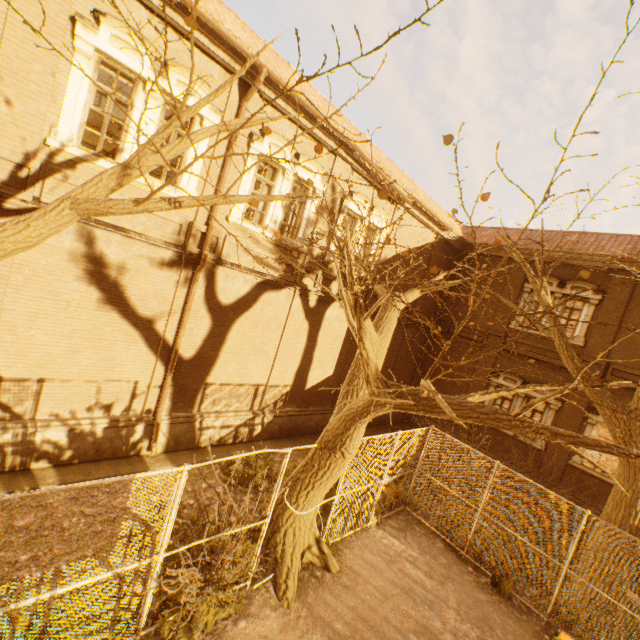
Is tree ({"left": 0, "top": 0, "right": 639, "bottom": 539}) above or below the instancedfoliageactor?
above

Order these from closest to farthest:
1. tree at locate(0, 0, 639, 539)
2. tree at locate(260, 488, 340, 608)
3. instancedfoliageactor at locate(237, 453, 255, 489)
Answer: tree at locate(0, 0, 639, 539)
tree at locate(260, 488, 340, 608)
instancedfoliageactor at locate(237, 453, 255, 489)

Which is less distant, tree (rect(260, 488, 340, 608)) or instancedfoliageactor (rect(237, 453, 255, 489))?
tree (rect(260, 488, 340, 608))

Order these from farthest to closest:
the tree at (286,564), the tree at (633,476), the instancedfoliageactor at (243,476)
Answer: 1. the instancedfoliageactor at (243,476)
2. the tree at (286,564)
3. the tree at (633,476)

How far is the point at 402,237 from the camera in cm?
1489

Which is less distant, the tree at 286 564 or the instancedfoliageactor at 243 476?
the tree at 286 564

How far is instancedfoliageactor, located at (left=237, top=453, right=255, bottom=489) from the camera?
9.2 meters

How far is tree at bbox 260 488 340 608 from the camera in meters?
6.5
